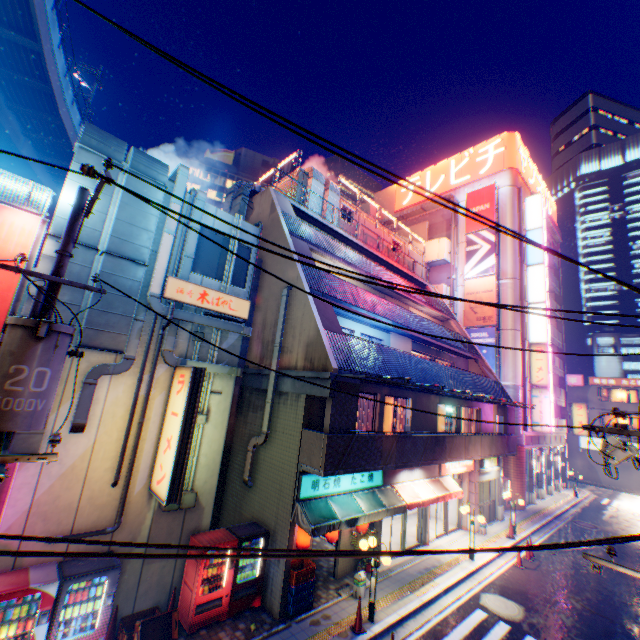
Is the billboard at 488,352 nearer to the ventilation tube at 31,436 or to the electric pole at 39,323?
the ventilation tube at 31,436

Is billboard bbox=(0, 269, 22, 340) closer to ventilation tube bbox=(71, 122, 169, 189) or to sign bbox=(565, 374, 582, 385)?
ventilation tube bbox=(71, 122, 169, 189)

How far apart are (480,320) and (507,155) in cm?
1621

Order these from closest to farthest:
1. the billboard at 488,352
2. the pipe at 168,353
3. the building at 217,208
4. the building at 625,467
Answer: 1. the pipe at 168,353
2. the building at 217,208
3. the billboard at 488,352
4. the building at 625,467

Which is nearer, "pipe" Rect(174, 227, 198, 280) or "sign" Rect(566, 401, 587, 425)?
"pipe" Rect(174, 227, 198, 280)

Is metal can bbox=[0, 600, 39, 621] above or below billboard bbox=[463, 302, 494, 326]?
below

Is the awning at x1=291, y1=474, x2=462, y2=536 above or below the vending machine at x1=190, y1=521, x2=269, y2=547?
above

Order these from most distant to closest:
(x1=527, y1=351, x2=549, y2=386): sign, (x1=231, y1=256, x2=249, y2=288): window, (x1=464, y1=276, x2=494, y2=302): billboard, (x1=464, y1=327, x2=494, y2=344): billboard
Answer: (x1=464, y1=276, x2=494, y2=302): billboard → (x1=464, y1=327, x2=494, y2=344): billboard → (x1=527, y1=351, x2=549, y2=386): sign → (x1=231, y1=256, x2=249, y2=288): window
